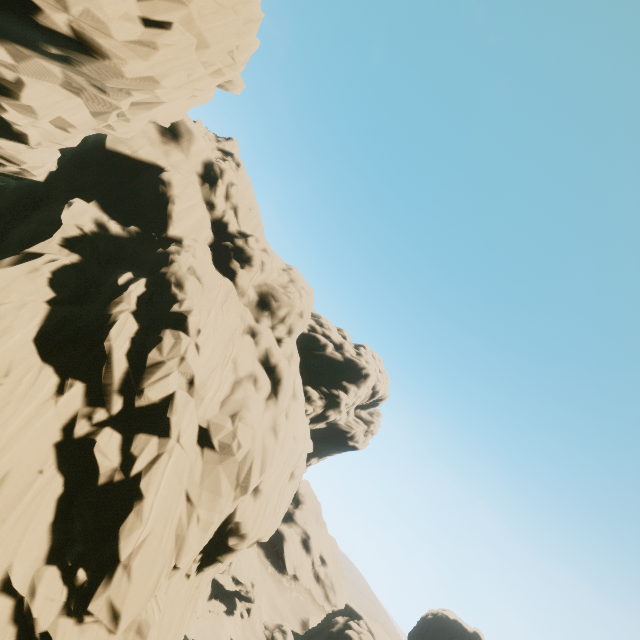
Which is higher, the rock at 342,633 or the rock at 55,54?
the rock at 55,54

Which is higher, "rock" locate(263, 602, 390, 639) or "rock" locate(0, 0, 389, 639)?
"rock" locate(0, 0, 389, 639)

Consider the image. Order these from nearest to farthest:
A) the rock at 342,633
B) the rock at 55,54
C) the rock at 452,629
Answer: the rock at 55,54
the rock at 342,633
the rock at 452,629

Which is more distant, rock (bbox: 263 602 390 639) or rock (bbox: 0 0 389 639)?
rock (bbox: 263 602 390 639)

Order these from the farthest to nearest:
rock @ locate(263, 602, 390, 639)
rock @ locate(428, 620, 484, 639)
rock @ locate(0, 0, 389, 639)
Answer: rock @ locate(428, 620, 484, 639)
rock @ locate(263, 602, 390, 639)
rock @ locate(0, 0, 389, 639)

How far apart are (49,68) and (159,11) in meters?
5.5 m
